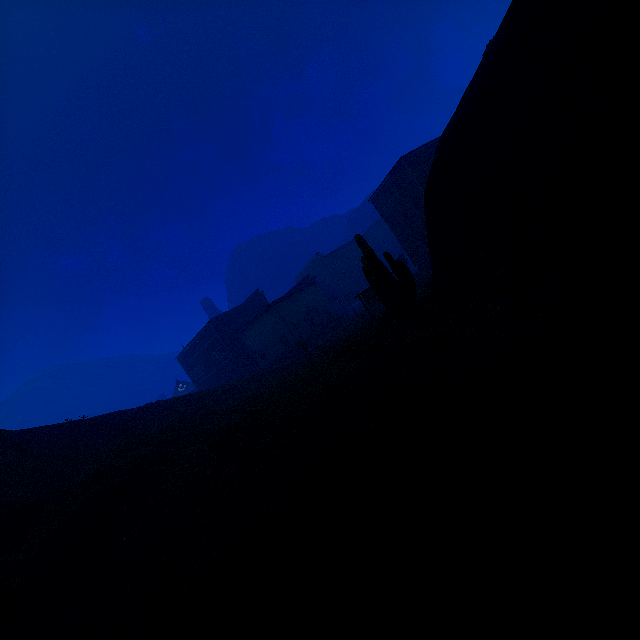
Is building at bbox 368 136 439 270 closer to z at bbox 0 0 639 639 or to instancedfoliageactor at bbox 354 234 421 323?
z at bbox 0 0 639 639

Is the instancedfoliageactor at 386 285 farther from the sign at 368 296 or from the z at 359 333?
the sign at 368 296

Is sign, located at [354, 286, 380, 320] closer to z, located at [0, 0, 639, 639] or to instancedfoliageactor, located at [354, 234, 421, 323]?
z, located at [0, 0, 639, 639]

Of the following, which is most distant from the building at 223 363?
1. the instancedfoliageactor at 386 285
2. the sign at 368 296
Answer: the instancedfoliageactor at 386 285

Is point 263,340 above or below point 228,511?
above

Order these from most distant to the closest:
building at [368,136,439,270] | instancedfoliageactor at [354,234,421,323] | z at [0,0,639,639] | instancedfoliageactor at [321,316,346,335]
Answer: instancedfoliageactor at [321,316,346,335], building at [368,136,439,270], instancedfoliageactor at [354,234,421,323], z at [0,0,639,639]

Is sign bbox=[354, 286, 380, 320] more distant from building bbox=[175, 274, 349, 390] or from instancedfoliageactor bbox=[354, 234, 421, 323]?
building bbox=[175, 274, 349, 390]

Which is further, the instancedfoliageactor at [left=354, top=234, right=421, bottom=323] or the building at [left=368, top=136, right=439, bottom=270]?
the building at [left=368, top=136, right=439, bottom=270]
